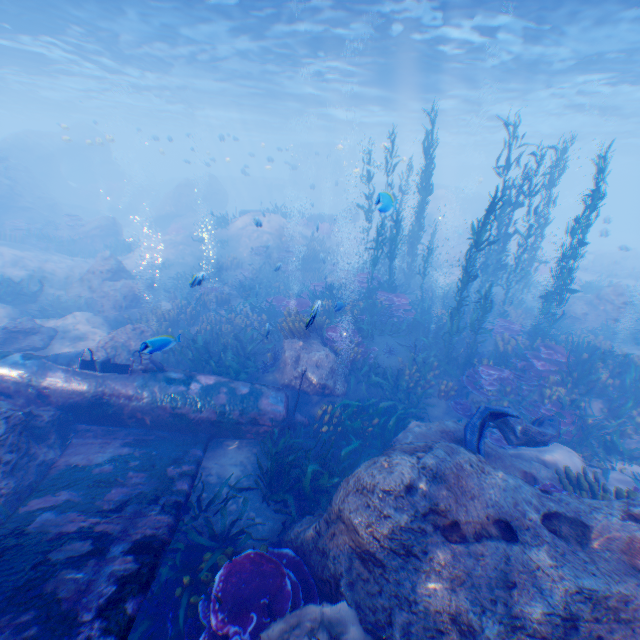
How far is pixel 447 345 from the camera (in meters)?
11.40

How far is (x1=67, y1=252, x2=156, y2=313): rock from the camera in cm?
1423

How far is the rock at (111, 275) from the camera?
14.2 meters

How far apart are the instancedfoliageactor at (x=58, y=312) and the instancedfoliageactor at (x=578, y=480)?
15.78m

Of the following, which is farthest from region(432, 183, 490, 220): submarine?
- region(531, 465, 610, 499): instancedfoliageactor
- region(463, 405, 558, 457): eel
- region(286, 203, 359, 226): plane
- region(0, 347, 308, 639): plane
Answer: region(531, 465, 610, 499): instancedfoliageactor

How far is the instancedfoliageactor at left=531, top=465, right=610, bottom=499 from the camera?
6.28m

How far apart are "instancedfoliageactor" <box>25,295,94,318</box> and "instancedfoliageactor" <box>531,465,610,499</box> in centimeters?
1578cm
